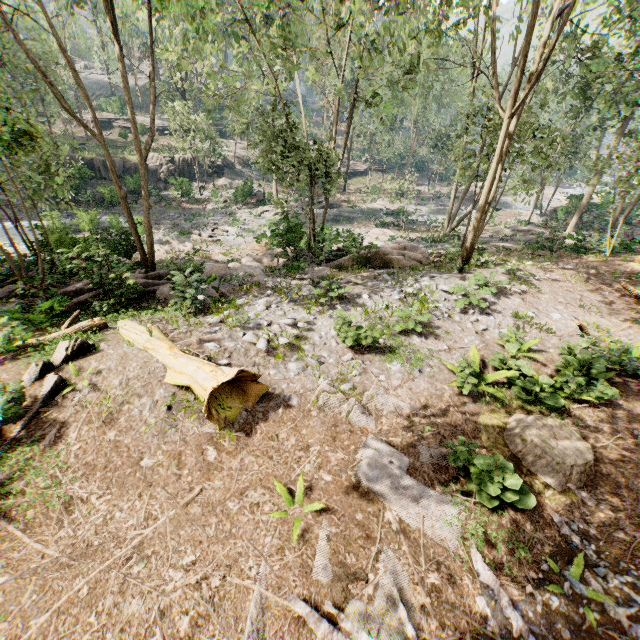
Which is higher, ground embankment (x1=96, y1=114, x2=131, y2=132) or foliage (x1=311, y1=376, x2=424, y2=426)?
foliage (x1=311, y1=376, x2=424, y2=426)

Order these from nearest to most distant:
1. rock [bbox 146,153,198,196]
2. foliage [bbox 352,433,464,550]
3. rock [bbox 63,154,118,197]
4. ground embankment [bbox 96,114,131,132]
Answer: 1. foliage [bbox 352,433,464,550]
2. rock [bbox 63,154,118,197]
3. rock [bbox 146,153,198,196]
4. ground embankment [bbox 96,114,131,132]

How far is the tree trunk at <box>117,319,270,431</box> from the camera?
6.7m

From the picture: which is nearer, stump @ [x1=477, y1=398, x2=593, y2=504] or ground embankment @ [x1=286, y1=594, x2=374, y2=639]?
ground embankment @ [x1=286, y1=594, x2=374, y2=639]

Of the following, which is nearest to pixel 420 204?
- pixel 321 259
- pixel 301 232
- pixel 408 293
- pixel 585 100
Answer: pixel 585 100

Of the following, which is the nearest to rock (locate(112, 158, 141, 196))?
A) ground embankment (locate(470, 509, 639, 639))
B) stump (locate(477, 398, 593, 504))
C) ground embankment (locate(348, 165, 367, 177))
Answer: ground embankment (locate(348, 165, 367, 177))

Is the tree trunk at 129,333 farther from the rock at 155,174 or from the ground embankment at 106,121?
the ground embankment at 106,121

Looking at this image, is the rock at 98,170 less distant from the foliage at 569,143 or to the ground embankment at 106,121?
the foliage at 569,143
